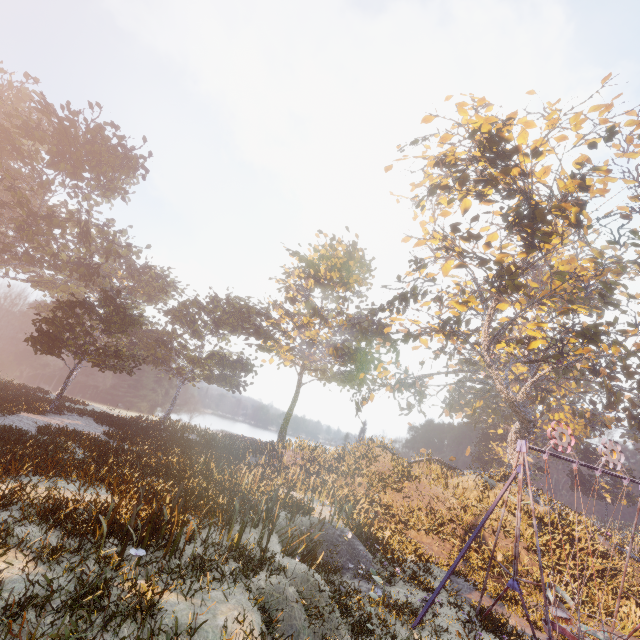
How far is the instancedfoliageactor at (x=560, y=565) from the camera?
16.08m

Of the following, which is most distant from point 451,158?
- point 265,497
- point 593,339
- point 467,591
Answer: point 467,591

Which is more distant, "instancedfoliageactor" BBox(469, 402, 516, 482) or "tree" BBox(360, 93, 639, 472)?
"instancedfoliageactor" BBox(469, 402, 516, 482)

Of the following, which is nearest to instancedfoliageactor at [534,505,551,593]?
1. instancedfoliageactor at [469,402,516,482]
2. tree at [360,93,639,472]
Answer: tree at [360,93,639,472]

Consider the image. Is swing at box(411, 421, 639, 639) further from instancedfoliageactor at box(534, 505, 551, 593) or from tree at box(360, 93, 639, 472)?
tree at box(360, 93, 639, 472)

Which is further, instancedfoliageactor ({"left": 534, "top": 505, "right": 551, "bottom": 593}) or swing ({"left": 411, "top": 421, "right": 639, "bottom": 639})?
instancedfoliageactor ({"left": 534, "top": 505, "right": 551, "bottom": 593})

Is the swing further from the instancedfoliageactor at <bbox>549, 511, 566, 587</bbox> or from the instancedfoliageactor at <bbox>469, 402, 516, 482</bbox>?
the instancedfoliageactor at <bbox>469, 402, 516, 482</bbox>

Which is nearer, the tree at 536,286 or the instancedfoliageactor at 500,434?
the tree at 536,286
